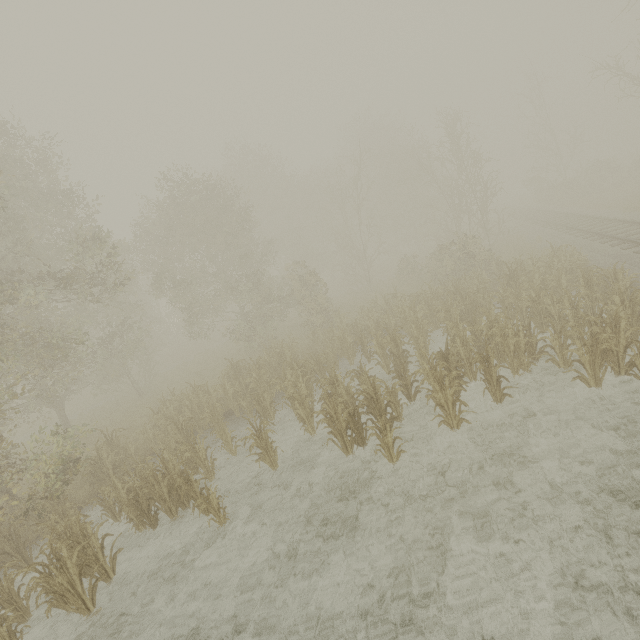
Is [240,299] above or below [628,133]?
below
